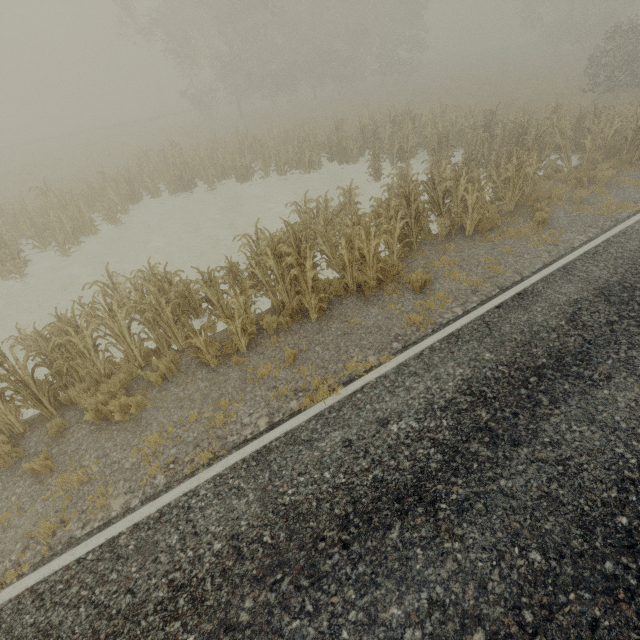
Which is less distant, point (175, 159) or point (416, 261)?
point (416, 261)
